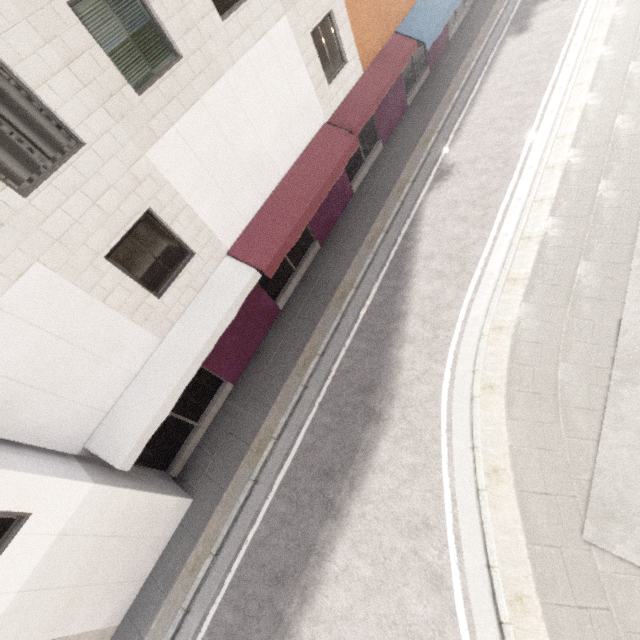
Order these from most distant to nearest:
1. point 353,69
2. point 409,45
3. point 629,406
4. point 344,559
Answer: point 409,45 → point 353,69 → point 344,559 → point 629,406
